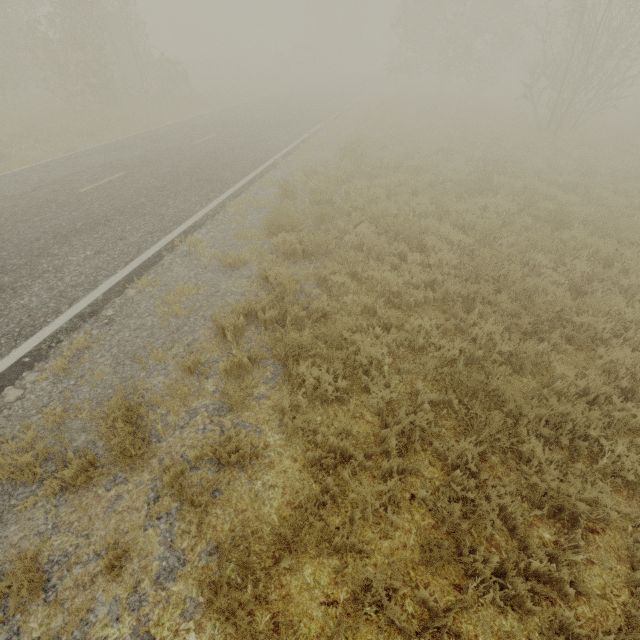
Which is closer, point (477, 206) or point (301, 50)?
point (477, 206)
